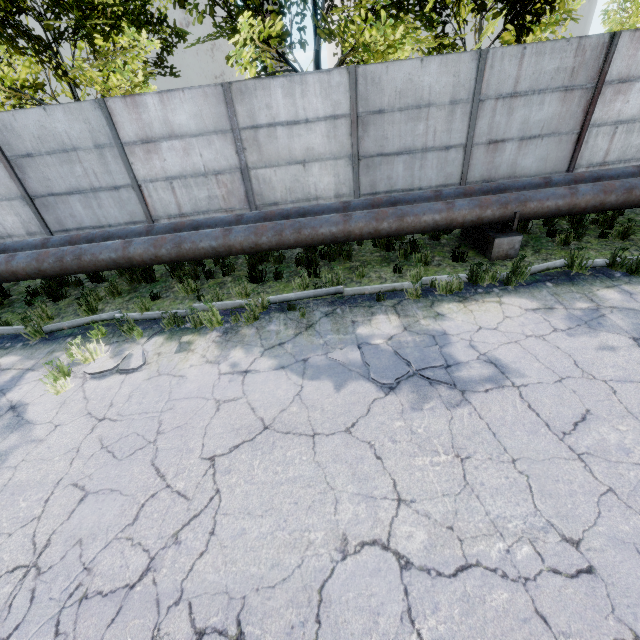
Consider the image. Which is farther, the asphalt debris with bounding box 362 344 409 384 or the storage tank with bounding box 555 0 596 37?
the storage tank with bounding box 555 0 596 37

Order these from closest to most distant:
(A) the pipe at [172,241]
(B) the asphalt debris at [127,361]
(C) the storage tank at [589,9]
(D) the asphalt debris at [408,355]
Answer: (D) the asphalt debris at [408,355] < (B) the asphalt debris at [127,361] < (A) the pipe at [172,241] < (C) the storage tank at [589,9]

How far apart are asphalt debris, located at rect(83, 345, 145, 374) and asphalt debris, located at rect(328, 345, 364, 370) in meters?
2.9

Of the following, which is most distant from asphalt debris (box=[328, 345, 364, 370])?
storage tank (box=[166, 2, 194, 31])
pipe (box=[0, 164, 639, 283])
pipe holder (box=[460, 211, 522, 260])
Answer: storage tank (box=[166, 2, 194, 31])

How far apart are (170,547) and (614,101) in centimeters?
1244cm

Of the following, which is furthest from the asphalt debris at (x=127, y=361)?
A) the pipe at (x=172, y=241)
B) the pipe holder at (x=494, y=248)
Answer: the pipe holder at (x=494, y=248)

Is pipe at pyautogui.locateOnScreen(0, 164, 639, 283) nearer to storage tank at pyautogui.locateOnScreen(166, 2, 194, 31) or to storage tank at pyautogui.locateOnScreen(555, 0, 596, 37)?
storage tank at pyautogui.locateOnScreen(555, 0, 596, 37)

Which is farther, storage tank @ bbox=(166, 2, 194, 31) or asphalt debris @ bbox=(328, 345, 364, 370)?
storage tank @ bbox=(166, 2, 194, 31)
